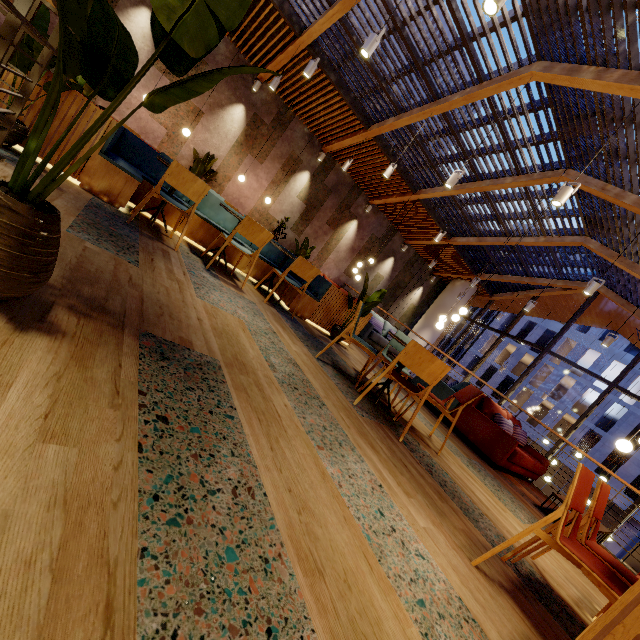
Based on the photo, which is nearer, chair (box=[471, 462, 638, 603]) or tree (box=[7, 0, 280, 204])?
tree (box=[7, 0, 280, 204])

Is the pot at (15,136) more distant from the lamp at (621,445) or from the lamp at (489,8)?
the lamp at (621,445)

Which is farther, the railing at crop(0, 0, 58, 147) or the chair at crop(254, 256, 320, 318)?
the chair at crop(254, 256, 320, 318)

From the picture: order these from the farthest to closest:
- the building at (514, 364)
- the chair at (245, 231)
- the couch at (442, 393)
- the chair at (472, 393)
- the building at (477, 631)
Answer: the building at (514, 364)
the couch at (442, 393)
the chair at (245, 231)
the chair at (472, 393)
the building at (477, 631)

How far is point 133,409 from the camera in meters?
1.2 m

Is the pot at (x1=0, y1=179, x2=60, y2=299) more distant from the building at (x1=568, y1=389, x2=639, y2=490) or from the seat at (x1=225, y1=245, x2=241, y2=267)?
the building at (x1=568, y1=389, x2=639, y2=490)

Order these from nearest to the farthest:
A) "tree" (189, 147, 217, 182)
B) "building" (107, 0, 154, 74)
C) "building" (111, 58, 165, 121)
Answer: "building" (107, 0, 154, 74) → "building" (111, 58, 165, 121) → "tree" (189, 147, 217, 182)

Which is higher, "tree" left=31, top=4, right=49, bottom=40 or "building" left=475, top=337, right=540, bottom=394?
"building" left=475, top=337, right=540, bottom=394
